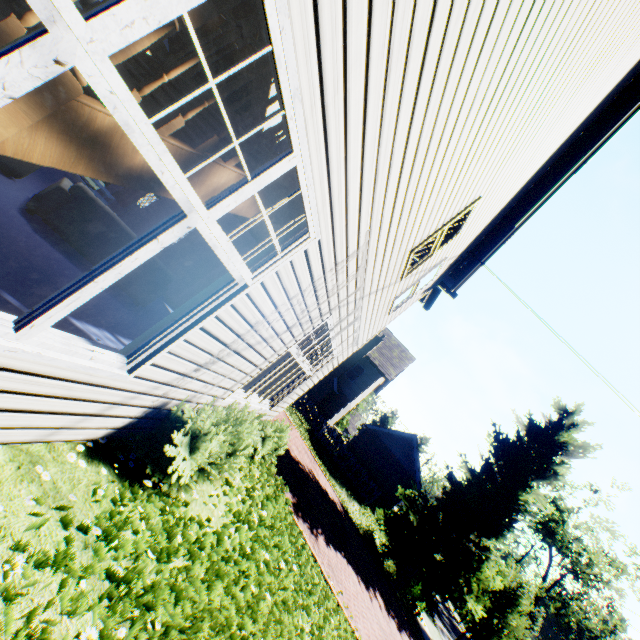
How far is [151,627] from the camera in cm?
224

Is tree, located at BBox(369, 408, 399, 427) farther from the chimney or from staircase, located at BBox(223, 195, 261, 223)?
staircase, located at BBox(223, 195, 261, 223)

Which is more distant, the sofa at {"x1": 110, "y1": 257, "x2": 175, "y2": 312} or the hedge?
the sofa at {"x1": 110, "y1": 257, "x2": 175, "y2": 312}

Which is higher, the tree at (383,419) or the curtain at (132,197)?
the tree at (383,419)

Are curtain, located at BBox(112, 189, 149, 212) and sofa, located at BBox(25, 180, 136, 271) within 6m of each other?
yes

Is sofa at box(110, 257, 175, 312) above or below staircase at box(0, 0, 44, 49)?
below

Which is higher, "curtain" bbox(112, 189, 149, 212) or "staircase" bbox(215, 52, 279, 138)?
"staircase" bbox(215, 52, 279, 138)

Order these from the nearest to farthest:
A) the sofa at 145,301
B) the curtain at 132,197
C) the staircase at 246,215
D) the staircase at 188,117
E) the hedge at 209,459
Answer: the staircase at 188,117
the staircase at 246,215
the hedge at 209,459
the sofa at 145,301
the curtain at 132,197
